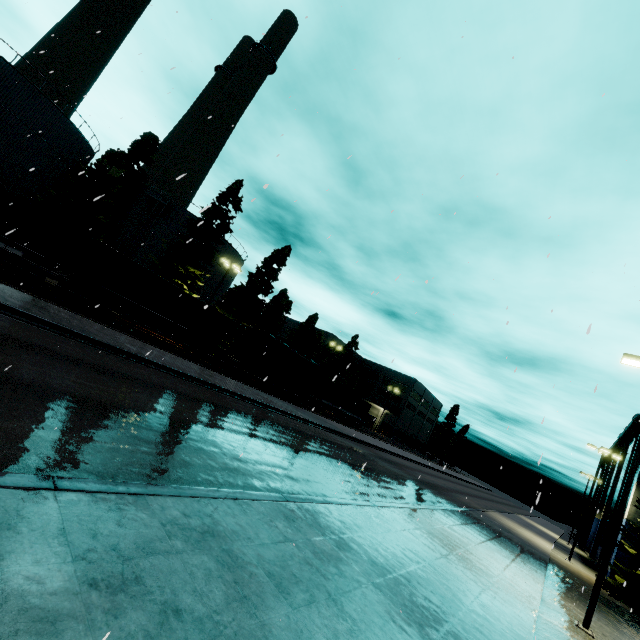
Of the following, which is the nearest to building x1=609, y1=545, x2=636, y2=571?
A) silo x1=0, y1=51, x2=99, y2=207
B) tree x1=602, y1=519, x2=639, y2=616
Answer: tree x1=602, y1=519, x2=639, y2=616

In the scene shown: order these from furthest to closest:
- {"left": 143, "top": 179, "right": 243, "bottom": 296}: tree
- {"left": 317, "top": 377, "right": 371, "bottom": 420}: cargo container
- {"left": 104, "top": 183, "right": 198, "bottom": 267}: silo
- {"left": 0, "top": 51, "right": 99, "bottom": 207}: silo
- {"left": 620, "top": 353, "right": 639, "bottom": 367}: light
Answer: {"left": 317, "top": 377, "right": 371, "bottom": 420}: cargo container
{"left": 104, "top": 183, "right": 198, "bottom": 267}: silo
{"left": 143, "top": 179, "right": 243, "bottom": 296}: tree
{"left": 0, "top": 51, "right": 99, "bottom": 207}: silo
{"left": 620, "top": 353, "right": 639, "bottom": 367}: light

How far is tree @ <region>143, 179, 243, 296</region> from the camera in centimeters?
3362cm

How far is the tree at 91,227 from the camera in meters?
26.7

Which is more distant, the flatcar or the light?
the flatcar

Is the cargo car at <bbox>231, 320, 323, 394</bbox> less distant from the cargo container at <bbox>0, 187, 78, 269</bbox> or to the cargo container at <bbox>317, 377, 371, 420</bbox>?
the cargo container at <bbox>317, 377, 371, 420</bbox>

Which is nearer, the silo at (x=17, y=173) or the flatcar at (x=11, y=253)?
the flatcar at (x=11, y=253)

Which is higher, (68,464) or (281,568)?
(281,568)
